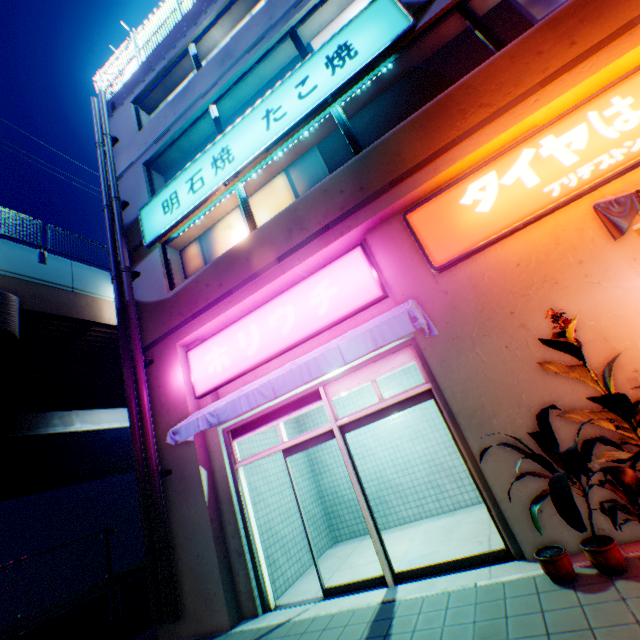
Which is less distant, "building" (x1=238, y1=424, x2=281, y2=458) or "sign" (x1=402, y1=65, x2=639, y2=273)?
"sign" (x1=402, y1=65, x2=639, y2=273)

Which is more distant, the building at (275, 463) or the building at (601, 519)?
the building at (275, 463)

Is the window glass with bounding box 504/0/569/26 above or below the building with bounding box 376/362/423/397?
above

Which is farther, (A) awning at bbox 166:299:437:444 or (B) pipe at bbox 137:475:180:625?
(B) pipe at bbox 137:475:180:625

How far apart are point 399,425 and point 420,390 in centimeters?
326cm

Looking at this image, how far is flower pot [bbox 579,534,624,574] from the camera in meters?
3.2 m

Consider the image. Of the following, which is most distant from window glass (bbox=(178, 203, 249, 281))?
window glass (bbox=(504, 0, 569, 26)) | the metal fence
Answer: the metal fence

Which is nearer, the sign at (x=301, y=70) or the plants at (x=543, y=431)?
the plants at (x=543, y=431)
